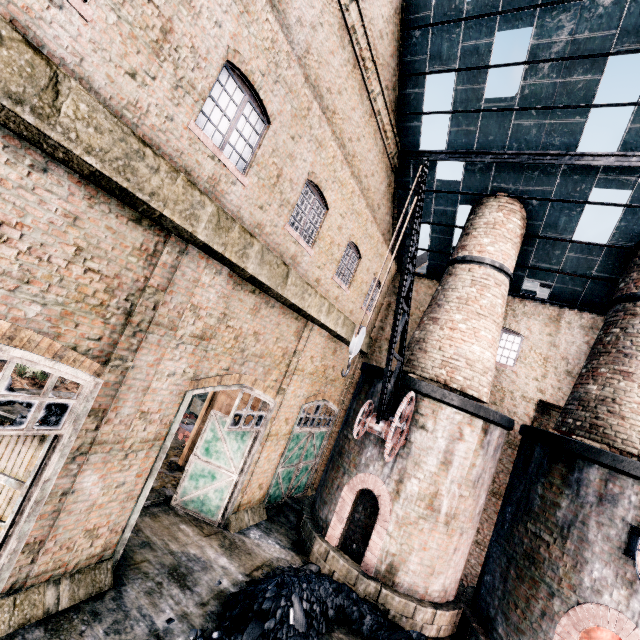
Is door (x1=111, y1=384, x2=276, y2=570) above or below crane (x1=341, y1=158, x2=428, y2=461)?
below

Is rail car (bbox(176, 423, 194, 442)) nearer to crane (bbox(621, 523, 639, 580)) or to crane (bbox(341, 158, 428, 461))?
crane (bbox(341, 158, 428, 461))

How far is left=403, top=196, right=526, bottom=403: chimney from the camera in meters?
12.4 m

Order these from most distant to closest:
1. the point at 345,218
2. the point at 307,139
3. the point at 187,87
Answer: the point at 345,218
the point at 307,139
the point at 187,87

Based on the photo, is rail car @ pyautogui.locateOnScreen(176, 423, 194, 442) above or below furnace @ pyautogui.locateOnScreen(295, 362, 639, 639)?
below

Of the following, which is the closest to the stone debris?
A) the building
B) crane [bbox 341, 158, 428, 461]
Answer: the building

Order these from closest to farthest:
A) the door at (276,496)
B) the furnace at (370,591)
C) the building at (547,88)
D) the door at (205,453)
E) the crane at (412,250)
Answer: the building at (547,88)
the crane at (412,250)
the door at (205,453)
the furnace at (370,591)
the door at (276,496)

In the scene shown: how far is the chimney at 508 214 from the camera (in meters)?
12.41
